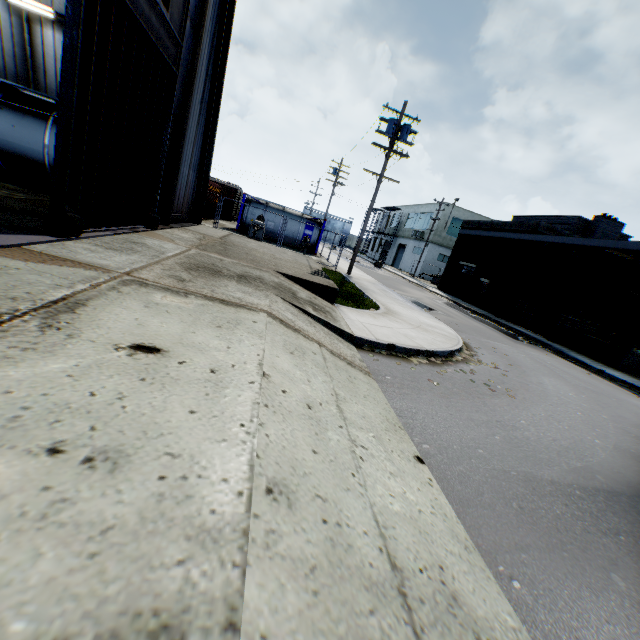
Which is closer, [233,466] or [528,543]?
[233,466]

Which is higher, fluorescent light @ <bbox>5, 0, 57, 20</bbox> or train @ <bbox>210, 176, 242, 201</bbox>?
fluorescent light @ <bbox>5, 0, 57, 20</bbox>

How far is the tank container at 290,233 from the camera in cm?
2633

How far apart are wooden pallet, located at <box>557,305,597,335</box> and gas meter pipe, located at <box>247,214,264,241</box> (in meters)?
19.38

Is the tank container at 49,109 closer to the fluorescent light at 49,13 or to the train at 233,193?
the fluorescent light at 49,13

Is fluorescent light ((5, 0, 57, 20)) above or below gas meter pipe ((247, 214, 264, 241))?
above

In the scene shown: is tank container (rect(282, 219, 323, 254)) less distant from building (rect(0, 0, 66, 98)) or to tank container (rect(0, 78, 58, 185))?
building (rect(0, 0, 66, 98))

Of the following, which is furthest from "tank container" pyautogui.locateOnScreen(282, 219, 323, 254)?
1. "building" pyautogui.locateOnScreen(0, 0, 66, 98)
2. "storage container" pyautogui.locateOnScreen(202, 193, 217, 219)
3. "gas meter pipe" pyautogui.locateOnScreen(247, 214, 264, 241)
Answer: "building" pyautogui.locateOnScreen(0, 0, 66, 98)
